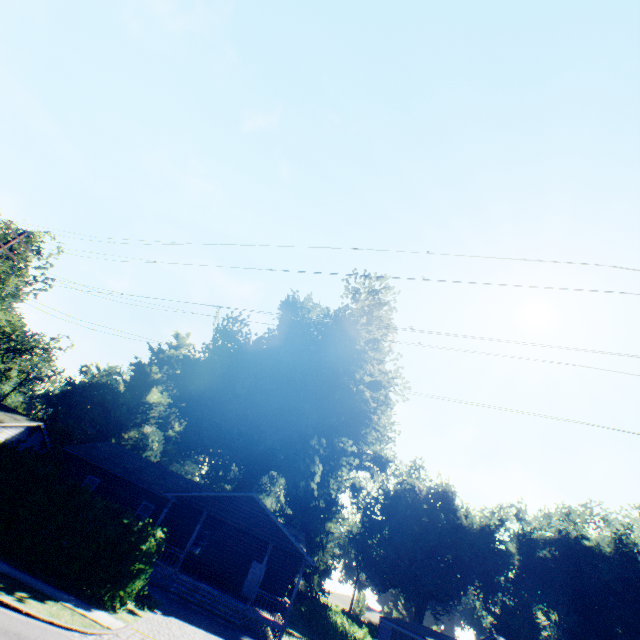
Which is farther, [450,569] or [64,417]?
[64,417]

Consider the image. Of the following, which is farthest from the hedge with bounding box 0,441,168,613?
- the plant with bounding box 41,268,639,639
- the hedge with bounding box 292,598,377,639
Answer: the plant with bounding box 41,268,639,639

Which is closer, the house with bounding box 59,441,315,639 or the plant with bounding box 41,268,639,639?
the house with bounding box 59,441,315,639

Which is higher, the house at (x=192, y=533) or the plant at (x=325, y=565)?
the plant at (x=325, y=565)

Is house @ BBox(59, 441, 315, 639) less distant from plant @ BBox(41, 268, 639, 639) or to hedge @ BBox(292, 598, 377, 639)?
hedge @ BBox(292, 598, 377, 639)

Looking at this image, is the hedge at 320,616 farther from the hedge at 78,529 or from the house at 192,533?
the hedge at 78,529

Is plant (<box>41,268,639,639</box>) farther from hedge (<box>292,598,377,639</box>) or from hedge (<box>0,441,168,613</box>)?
hedge (<box>0,441,168,613</box>)

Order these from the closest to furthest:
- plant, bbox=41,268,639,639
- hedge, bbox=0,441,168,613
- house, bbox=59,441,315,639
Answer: hedge, bbox=0,441,168,613 → house, bbox=59,441,315,639 → plant, bbox=41,268,639,639
